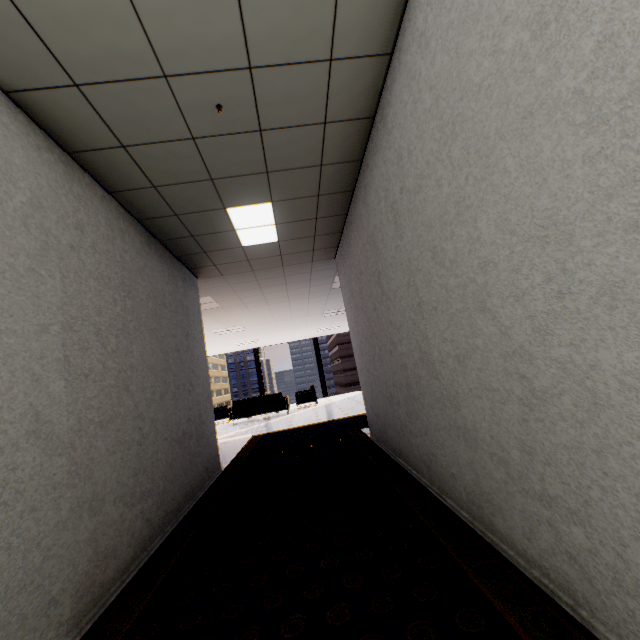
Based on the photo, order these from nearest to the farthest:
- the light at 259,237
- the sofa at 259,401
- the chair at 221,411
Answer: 1. the light at 259,237
2. the sofa at 259,401
3. the chair at 221,411

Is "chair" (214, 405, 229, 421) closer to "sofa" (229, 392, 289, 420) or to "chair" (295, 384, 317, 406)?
"sofa" (229, 392, 289, 420)

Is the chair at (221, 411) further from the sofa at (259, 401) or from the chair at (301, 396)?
the chair at (301, 396)

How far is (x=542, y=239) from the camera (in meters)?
1.13

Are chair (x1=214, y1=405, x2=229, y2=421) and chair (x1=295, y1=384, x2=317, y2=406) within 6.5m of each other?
yes

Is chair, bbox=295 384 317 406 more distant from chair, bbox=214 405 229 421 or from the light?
the light

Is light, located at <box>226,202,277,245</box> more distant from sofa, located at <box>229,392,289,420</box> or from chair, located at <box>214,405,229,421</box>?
chair, located at <box>214,405,229,421</box>

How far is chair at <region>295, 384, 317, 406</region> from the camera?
12.3 meters
